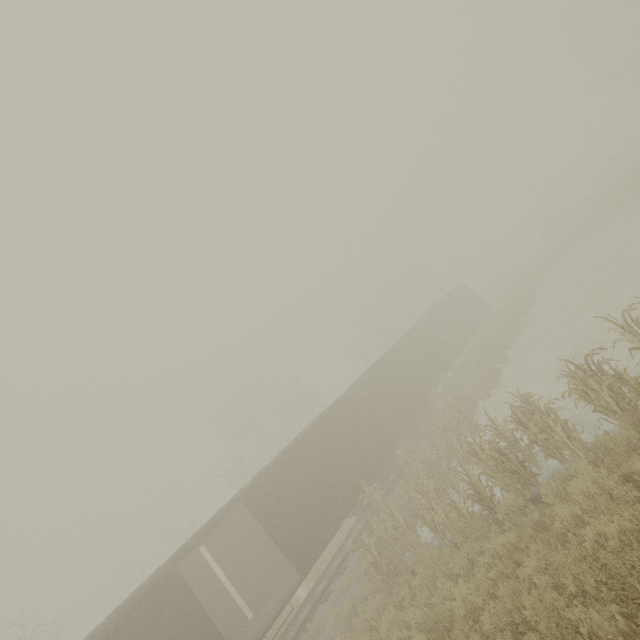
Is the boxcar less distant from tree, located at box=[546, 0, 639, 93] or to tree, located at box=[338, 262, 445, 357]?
tree, located at box=[338, 262, 445, 357]

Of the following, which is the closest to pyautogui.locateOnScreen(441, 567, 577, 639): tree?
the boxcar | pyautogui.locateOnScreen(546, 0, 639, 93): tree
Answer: the boxcar

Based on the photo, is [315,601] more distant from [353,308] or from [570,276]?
[353,308]

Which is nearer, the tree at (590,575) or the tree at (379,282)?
the tree at (590,575)

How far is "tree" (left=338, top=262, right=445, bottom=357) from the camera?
43.2 meters

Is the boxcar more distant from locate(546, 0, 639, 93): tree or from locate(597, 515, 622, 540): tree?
locate(546, 0, 639, 93): tree

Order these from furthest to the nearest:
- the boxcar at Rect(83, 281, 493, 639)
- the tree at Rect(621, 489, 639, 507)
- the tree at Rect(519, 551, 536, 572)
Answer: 1. the boxcar at Rect(83, 281, 493, 639)
2. the tree at Rect(519, 551, 536, 572)
3. the tree at Rect(621, 489, 639, 507)

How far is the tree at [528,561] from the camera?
5.87m
